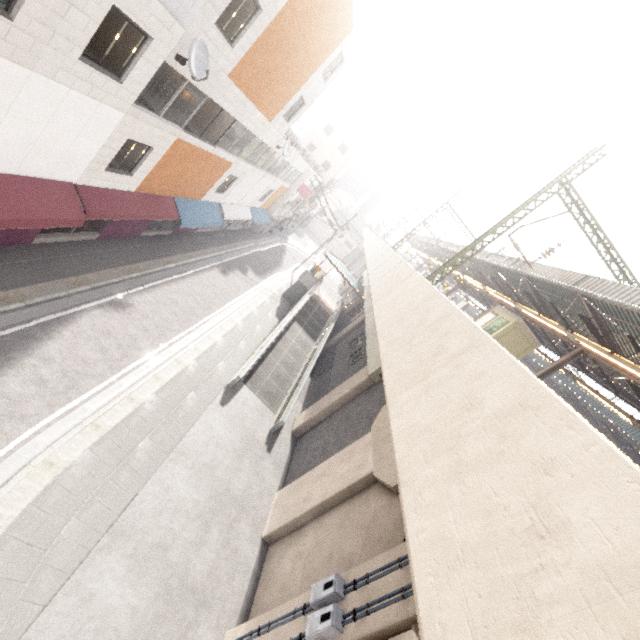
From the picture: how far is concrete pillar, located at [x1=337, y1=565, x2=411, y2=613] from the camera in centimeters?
631cm

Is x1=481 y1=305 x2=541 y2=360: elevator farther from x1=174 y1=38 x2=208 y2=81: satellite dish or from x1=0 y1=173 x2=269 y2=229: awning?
x1=174 y1=38 x2=208 y2=81: satellite dish

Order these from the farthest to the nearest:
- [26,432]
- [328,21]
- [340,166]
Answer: [340,166] < [328,21] < [26,432]

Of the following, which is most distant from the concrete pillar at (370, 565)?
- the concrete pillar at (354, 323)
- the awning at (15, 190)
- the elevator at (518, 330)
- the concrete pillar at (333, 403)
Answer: the awning at (15, 190)

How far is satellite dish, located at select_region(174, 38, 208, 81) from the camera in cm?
926

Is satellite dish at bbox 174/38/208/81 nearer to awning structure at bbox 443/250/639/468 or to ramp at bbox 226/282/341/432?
ramp at bbox 226/282/341/432

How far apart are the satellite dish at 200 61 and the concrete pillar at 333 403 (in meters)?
12.87

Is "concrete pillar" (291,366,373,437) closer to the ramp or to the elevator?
the ramp
